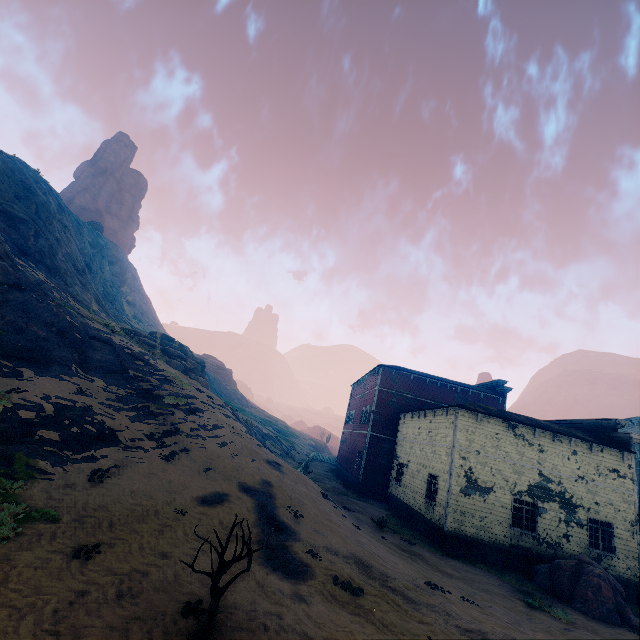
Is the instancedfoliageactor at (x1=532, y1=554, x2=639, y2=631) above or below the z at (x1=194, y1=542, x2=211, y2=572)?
above

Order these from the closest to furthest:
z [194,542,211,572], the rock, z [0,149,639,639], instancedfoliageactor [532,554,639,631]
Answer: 1. z [0,149,639,639]
2. z [194,542,211,572]
3. instancedfoliageactor [532,554,639,631]
4. the rock

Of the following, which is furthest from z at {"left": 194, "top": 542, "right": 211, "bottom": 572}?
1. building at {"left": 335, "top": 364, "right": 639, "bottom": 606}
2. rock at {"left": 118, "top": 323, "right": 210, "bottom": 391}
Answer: rock at {"left": 118, "top": 323, "right": 210, "bottom": 391}

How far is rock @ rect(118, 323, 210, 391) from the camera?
26.2m

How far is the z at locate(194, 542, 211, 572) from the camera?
7.9 meters

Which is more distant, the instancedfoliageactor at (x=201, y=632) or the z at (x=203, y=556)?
the z at (x=203, y=556)

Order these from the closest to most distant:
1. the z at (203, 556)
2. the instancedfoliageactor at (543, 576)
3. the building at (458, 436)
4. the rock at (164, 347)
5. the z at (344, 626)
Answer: the z at (344, 626) < the z at (203, 556) < the instancedfoliageactor at (543, 576) < the building at (458, 436) < the rock at (164, 347)

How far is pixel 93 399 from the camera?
14.9m
